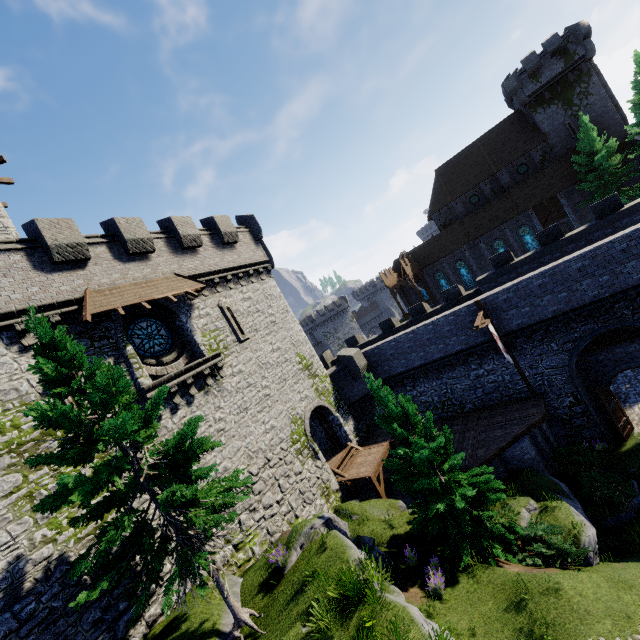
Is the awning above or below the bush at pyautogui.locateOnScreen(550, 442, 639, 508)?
above

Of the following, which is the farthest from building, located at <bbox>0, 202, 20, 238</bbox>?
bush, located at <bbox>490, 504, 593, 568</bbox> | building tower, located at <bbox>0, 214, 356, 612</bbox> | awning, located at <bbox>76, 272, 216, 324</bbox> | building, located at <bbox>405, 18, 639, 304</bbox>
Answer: building, located at <bbox>405, 18, 639, 304</bbox>

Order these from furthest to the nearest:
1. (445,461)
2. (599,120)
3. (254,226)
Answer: (599,120) < (254,226) < (445,461)

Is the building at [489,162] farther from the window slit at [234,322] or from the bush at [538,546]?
the bush at [538,546]

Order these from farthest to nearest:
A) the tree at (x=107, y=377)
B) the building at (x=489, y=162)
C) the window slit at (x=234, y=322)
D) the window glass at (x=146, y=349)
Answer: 1. the building at (x=489, y=162)
2. the window slit at (x=234, y=322)
3. the window glass at (x=146, y=349)
4. the tree at (x=107, y=377)

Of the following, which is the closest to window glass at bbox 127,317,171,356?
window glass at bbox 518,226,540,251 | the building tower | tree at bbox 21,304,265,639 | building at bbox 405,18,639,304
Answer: the building tower

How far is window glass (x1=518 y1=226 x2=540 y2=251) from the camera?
38.2m

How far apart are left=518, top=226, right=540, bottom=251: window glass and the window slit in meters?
36.3 m
